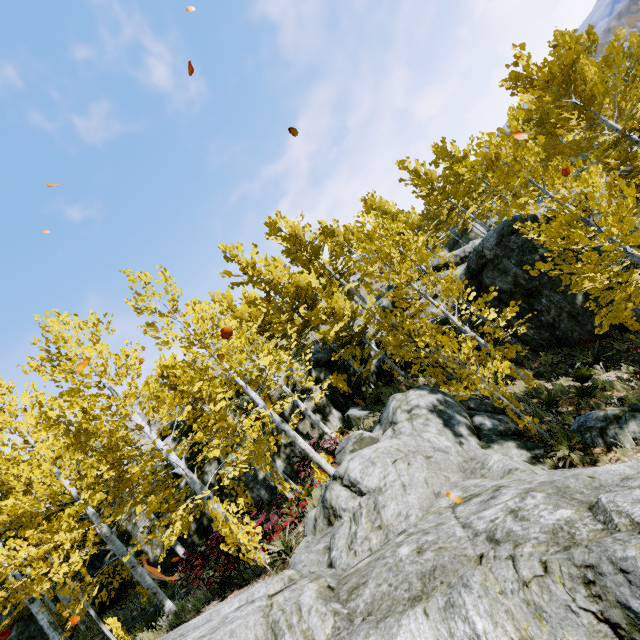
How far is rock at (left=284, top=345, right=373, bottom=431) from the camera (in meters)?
15.86

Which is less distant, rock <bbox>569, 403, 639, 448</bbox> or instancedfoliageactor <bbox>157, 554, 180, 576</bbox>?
rock <bbox>569, 403, 639, 448</bbox>

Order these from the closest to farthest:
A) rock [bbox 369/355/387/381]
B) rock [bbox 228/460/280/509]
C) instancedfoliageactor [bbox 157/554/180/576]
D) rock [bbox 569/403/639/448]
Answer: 1. rock [bbox 569/403/639/448]
2. instancedfoliageactor [bbox 157/554/180/576]
3. rock [bbox 228/460/280/509]
4. rock [bbox 369/355/387/381]

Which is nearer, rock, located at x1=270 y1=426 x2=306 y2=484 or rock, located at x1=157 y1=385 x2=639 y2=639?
rock, located at x1=157 y1=385 x2=639 y2=639

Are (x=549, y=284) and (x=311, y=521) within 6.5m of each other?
no

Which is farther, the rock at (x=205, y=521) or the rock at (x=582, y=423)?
the rock at (x=205, y=521)
